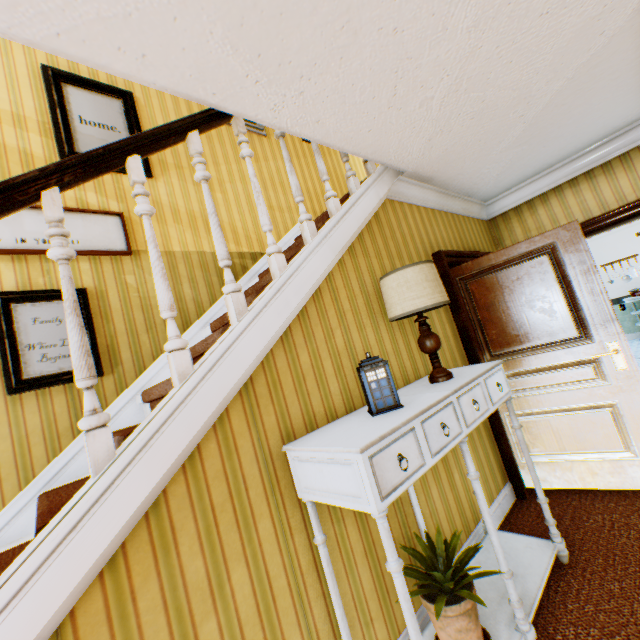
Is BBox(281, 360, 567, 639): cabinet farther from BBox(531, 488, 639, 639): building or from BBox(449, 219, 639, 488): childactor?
BBox(449, 219, 639, 488): childactor

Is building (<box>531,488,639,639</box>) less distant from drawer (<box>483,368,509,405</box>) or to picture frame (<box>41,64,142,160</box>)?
picture frame (<box>41,64,142,160</box>)

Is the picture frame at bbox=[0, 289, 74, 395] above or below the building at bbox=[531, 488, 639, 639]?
above

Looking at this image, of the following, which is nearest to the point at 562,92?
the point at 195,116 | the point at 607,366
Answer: the point at 607,366

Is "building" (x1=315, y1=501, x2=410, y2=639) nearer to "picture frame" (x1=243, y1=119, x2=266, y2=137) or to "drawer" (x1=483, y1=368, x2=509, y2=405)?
"picture frame" (x1=243, y1=119, x2=266, y2=137)

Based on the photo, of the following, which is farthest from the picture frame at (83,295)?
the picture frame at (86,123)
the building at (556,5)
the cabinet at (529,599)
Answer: the cabinet at (529,599)

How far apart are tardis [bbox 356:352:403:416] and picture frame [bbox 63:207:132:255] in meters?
2.5 m

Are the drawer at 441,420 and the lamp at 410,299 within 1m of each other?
yes
